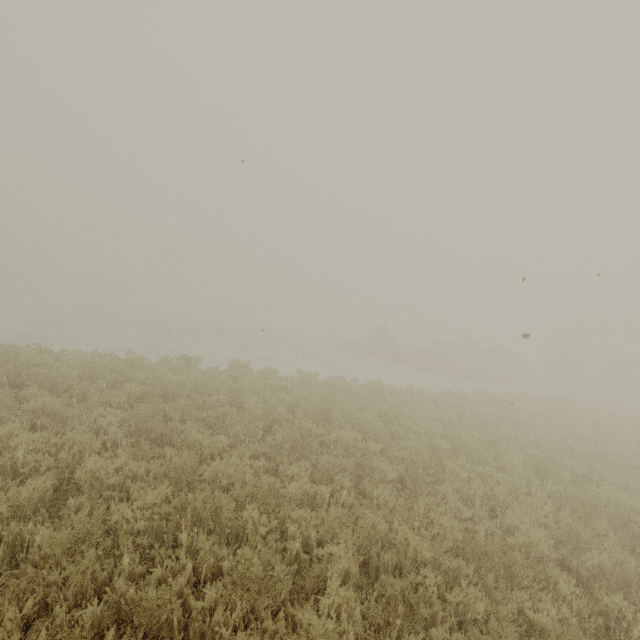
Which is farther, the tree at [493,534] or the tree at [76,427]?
the tree at [76,427]

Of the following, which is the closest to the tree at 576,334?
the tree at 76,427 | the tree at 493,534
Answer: the tree at 493,534

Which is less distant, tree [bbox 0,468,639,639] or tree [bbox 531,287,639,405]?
tree [bbox 0,468,639,639]

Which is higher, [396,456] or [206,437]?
[206,437]

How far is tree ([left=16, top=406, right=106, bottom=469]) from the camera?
5.1m

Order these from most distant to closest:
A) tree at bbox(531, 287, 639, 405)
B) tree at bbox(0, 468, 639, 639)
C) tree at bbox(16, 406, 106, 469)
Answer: tree at bbox(531, 287, 639, 405) → tree at bbox(16, 406, 106, 469) → tree at bbox(0, 468, 639, 639)

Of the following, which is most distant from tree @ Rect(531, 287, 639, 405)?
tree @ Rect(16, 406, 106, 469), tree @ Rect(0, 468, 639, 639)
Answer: tree @ Rect(16, 406, 106, 469)
